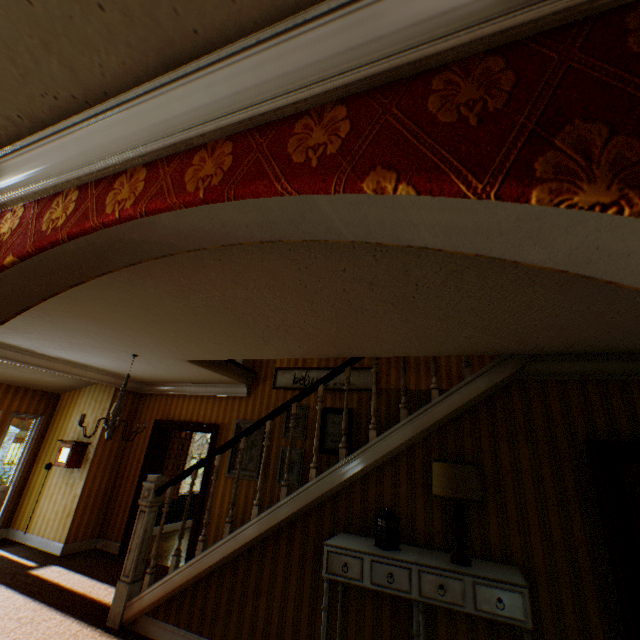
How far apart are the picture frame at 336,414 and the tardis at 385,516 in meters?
2.1

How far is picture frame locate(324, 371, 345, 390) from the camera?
5.66m

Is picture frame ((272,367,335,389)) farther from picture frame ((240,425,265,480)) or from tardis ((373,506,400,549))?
tardis ((373,506,400,549))

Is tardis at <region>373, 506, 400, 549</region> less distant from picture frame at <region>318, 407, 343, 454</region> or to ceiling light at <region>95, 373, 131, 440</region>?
picture frame at <region>318, 407, 343, 454</region>

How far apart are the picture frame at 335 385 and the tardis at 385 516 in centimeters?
247cm

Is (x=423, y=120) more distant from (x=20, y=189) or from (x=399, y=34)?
(x=20, y=189)

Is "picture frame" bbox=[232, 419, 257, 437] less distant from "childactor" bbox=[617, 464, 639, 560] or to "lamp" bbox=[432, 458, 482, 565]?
"lamp" bbox=[432, 458, 482, 565]

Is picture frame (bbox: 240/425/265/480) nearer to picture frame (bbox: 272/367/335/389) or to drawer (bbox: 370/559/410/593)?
picture frame (bbox: 272/367/335/389)
